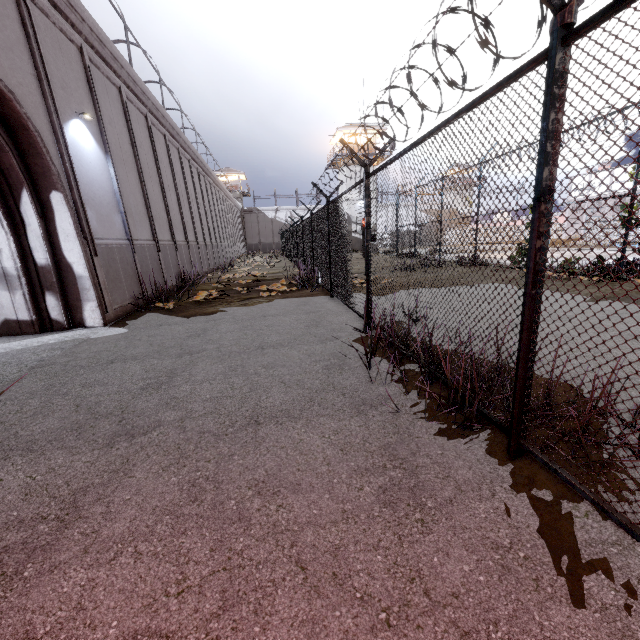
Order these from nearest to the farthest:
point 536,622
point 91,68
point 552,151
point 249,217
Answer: point 536,622
point 552,151
point 91,68
point 249,217
